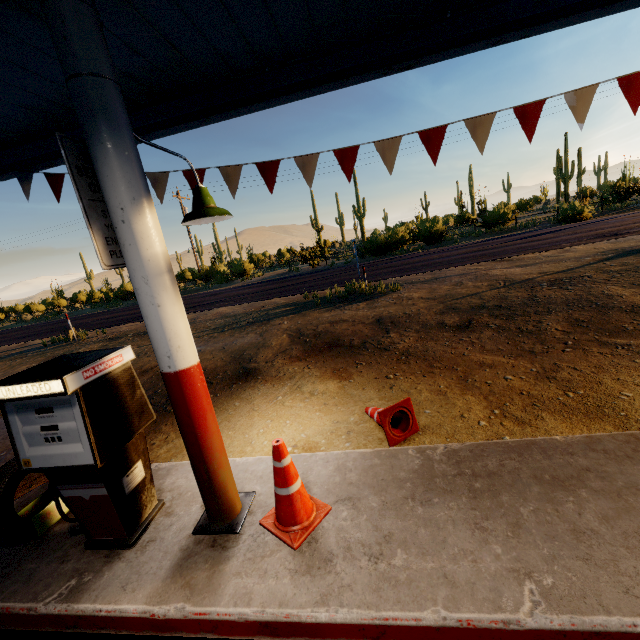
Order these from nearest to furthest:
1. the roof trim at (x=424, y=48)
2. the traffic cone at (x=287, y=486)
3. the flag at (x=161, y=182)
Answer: the traffic cone at (x=287, y=486), the roof trim at (x=424, y=48), the flag at (x=161, y=182)

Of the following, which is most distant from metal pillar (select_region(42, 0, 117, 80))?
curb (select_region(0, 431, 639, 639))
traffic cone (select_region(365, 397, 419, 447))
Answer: traffic cone (select_region(365, 397, 419, 447))

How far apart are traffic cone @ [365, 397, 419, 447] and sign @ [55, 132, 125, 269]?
2.6 meters

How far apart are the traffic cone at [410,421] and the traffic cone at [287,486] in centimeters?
107cm

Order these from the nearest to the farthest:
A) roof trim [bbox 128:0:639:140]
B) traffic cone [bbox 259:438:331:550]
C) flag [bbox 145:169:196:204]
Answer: traffic cone [bbox 259:438:331:550] → roof trim [bbox 128:0:639:140] → flag [bbox 145:169:196:204]

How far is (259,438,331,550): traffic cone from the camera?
2.38m

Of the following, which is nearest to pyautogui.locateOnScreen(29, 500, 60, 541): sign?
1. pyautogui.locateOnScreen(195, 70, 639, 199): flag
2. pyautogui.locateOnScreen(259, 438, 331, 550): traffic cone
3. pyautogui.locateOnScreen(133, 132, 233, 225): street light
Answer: pyautogui.locateOnScreen(259, 438, 331, 550): traffic cone

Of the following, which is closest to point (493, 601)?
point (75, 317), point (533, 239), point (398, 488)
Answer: point (398, 488)
